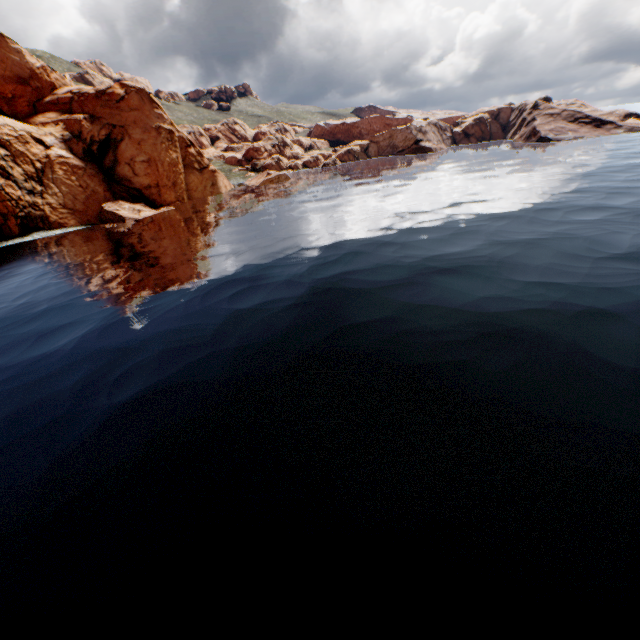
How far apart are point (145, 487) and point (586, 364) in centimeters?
1530cm
